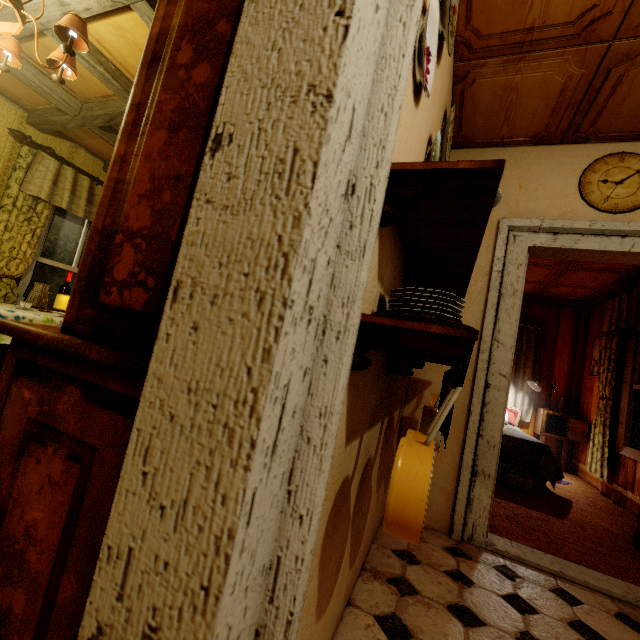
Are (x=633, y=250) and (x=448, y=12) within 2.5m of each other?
yes

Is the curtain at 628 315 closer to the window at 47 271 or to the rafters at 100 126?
the rafters at 100 126

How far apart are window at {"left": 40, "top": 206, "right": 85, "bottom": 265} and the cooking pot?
4.7 meters

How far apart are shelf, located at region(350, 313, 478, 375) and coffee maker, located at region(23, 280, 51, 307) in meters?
Answer: 3.7

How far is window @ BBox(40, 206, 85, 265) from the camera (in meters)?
3.84

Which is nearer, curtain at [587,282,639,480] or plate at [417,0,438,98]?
plate at [417,0,438,98]

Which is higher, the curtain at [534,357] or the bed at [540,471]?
the curtain at [534,357]

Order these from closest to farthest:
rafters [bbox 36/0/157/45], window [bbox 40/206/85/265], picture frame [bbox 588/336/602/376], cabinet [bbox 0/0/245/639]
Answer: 1. cabinet [bbox 0/0/245/639]
2. rafters [bbox 36/0/157/45]
3. window [bbox 40/206/85/265]
4. picture frame [bbox 588/336/602/376]
